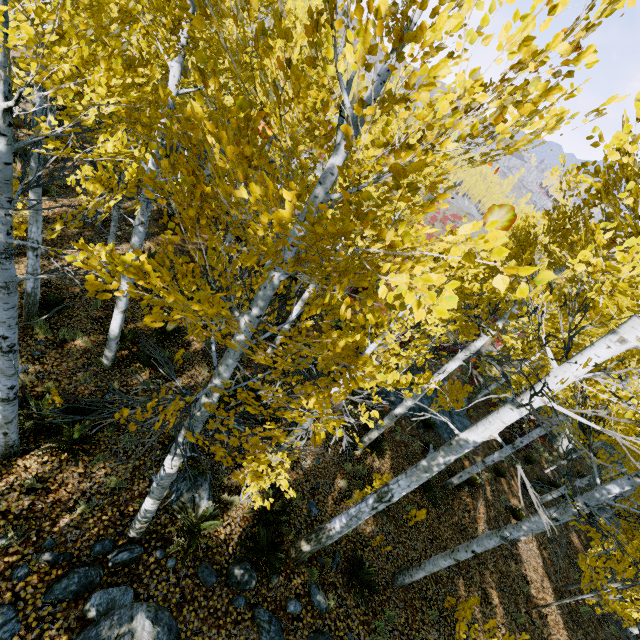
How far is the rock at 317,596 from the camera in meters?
5.9

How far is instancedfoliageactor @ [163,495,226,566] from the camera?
5.38m

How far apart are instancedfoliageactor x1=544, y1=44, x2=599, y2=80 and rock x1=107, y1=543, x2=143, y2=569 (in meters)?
6.38

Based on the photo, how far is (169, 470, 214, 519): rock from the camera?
6.00m

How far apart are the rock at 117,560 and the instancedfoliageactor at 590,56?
6.4m

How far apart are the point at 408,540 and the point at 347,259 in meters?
9.4
